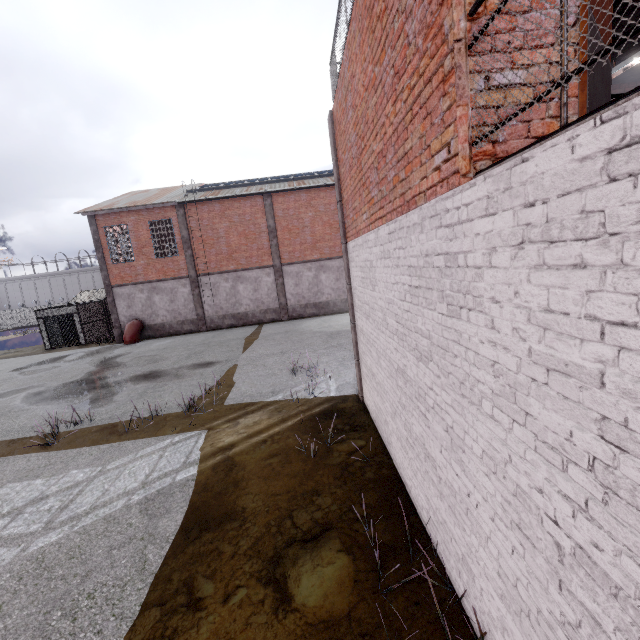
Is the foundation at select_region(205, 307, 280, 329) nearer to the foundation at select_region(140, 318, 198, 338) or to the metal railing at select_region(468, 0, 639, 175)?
the foundation at select_region(140, 318, 198, 338)

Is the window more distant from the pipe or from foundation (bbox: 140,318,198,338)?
the pipe

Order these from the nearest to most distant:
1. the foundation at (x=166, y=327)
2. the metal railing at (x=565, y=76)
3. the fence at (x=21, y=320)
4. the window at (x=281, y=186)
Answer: the metal railing at (x=565, y=76) < the window at (x=281, y=186) < the foundation at (x=166, y=327) < the fence at (x=21, y=320)

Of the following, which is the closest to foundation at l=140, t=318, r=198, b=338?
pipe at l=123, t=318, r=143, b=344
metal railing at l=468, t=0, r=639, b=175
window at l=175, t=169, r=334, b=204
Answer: pipe at l=123, t=318, r=143, b=344

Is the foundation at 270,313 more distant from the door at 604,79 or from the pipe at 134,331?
the door at 604,79

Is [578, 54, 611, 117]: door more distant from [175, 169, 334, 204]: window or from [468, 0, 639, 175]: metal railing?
[175, 169, 334, 204]: window

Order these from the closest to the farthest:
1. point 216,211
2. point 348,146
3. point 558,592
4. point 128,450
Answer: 1. point 558,592
2. point 348,146
3. point 128,450
4. point 216,211

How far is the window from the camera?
21.5m
